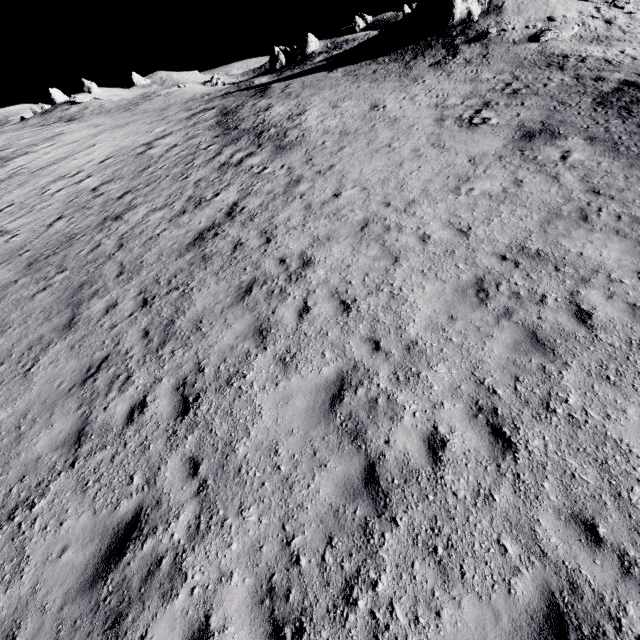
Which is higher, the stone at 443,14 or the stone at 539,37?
the stone at 443,14

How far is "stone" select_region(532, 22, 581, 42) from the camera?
19.7 meters

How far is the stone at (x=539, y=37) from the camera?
19.7m

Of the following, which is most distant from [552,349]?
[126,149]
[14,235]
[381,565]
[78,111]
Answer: [78,111]

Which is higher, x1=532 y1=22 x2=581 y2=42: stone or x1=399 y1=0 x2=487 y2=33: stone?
x1=399 y1=0 x2=487 y2=33: stone

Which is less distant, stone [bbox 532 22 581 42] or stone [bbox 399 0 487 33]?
stone [bbox 532 22 581 42]
